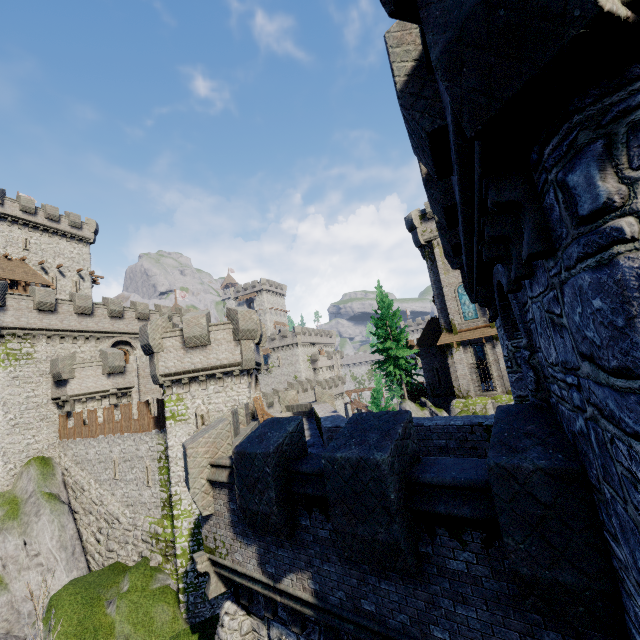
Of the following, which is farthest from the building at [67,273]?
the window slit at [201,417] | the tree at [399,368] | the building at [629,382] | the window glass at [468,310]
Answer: the window glass at [468,310]

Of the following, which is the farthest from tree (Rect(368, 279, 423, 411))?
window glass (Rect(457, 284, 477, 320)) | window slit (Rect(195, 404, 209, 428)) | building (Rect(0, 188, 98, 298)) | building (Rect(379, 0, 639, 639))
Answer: building (Rect(0, 188, 98, 298))

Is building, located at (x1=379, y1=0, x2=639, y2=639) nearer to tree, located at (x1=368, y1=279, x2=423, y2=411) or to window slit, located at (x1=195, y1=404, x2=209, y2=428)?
window slit, located at (x1=195, y1=404, x2=209, y2=428)

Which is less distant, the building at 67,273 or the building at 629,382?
the building at 629,382

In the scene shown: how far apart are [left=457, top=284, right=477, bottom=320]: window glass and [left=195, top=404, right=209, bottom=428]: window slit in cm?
2523

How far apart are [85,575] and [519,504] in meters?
26.5 m

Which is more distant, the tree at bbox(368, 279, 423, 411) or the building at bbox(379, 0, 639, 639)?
the tree at bbox(368, 279, 423, 411)

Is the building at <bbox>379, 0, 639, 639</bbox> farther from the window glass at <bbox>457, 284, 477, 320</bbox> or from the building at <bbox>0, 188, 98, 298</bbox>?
the building at <bbox>0, 188, 98, 298</bbox>
